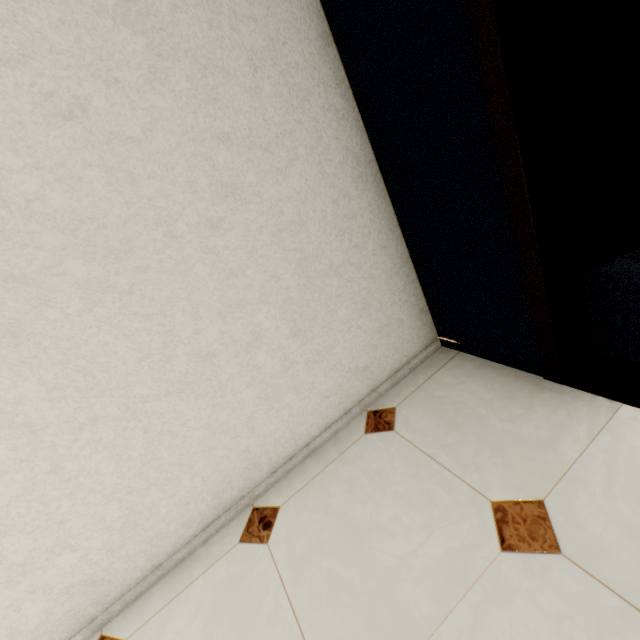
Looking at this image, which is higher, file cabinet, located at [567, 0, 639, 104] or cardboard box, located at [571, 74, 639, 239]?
file cabinet, located at [567, 0, 639, 104]

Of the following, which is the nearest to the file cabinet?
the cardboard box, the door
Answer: the cardboard box

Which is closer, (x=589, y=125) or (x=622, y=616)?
(x=622, y=616)

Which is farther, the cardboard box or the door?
the cardboard box

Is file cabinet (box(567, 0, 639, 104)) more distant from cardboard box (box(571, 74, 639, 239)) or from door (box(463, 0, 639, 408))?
door (box(463, 0, 639, 408))

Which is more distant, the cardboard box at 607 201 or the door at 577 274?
the cardboard box at 607 201

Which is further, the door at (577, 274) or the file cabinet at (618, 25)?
the file cabinet at (618, 25)
